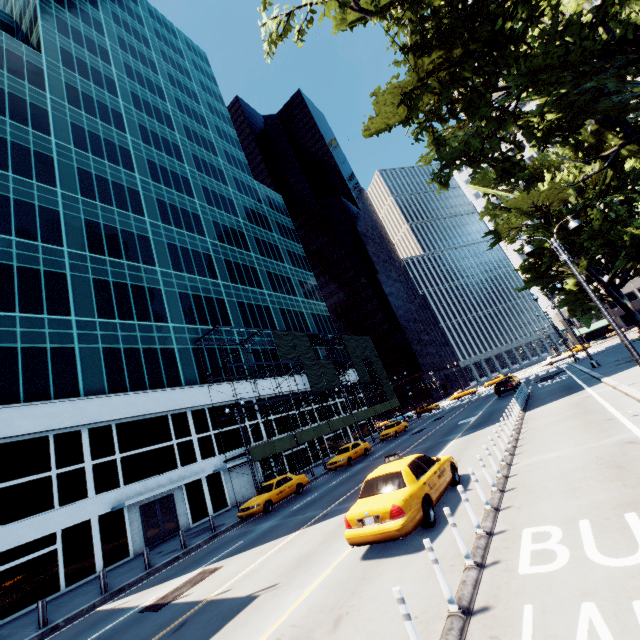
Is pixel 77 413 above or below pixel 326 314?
below

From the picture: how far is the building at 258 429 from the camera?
32.72m

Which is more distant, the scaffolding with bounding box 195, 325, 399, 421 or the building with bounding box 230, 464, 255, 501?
the scaffolding with bounding box 195, 325, 399, 421

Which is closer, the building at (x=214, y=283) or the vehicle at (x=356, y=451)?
the building at (x=214, y=283)

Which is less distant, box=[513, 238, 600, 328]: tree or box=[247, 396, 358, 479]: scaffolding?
box=[247, 396, 358, 479]: scaffolding

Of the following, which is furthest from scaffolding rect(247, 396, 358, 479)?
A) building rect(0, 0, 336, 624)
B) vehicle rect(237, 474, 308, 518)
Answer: vehicle rect(237, 474, 308, 518)

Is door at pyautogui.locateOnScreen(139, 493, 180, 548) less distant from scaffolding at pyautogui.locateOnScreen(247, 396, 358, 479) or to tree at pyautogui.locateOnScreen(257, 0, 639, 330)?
scaffolding at pyautogui.locateOnScreen(247, 396, 358, 479)

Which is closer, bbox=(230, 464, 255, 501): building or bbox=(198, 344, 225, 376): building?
bbox=(230, 464, 255, 501): building
